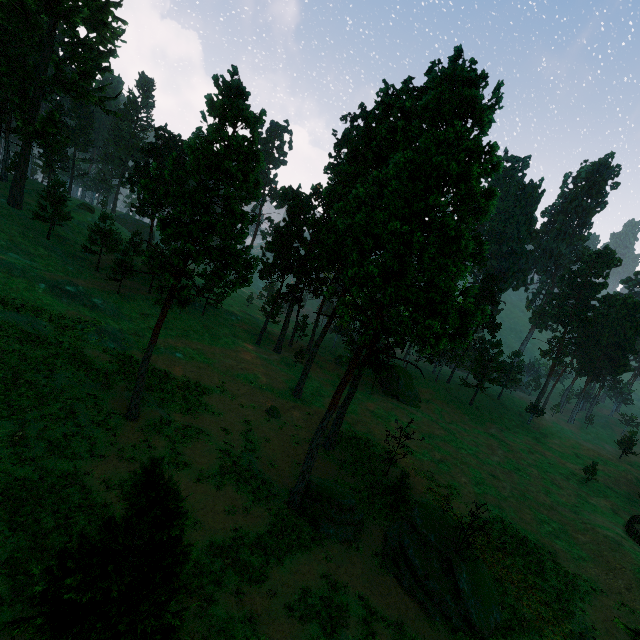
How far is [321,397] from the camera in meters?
44.5 m

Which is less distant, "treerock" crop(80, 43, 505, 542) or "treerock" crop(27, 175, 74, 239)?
"treerock" crop(80, 43, 505, 542)

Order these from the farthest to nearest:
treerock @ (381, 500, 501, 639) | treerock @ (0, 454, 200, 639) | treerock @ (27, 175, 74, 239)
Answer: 1. treerock @ (27, 175, 74, 239)
2. treerock @ (381, 500, 501, 639)
3. treerock @ (0, 454, 200, 639)

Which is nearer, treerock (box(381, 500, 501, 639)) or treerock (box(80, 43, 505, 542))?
treerock (box(80, 43, 505, 542))

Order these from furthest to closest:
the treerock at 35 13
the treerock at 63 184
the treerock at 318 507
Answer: the treerock at 63 184
the treerock at 35 13
the treerock at 318 507

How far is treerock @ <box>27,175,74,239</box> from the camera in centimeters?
4400cm

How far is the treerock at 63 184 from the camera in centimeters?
4400cm

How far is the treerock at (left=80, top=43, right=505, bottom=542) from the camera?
17.88m
